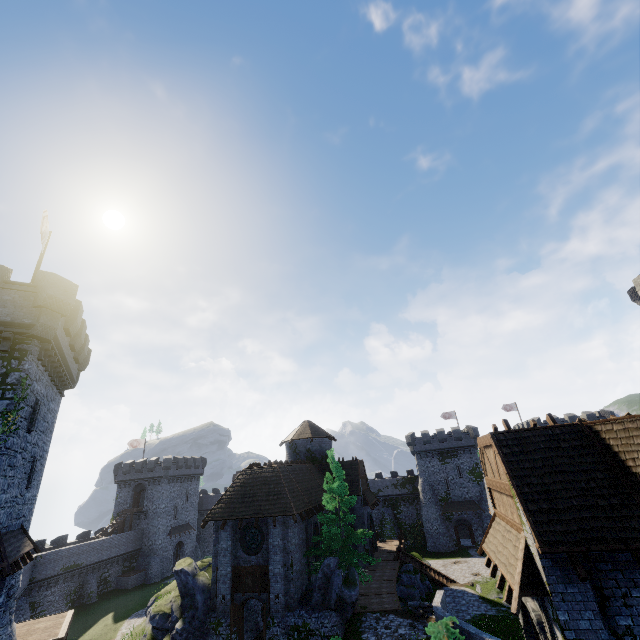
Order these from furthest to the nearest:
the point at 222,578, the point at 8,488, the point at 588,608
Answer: the point at 222,578, the point at 8,488, the point at 588,608

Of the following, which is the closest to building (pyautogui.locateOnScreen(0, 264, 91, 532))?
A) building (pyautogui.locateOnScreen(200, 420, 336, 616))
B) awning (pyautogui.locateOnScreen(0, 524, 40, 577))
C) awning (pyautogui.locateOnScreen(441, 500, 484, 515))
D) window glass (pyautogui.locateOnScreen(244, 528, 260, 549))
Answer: awning (pyautogui.locateOnScreen(0, 524, 40, 577))

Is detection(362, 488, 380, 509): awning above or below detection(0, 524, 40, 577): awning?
below

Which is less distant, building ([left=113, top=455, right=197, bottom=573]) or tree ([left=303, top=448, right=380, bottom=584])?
tree ([left=303, top=448, right=380, bottom=584])

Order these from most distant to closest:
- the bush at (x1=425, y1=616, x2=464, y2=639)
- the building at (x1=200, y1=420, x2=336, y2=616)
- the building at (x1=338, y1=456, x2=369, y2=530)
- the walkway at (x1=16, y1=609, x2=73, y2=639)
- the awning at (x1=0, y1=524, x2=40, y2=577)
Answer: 1. the building at (x1=338, y1=456, x2=369, y2=530)
2. the building at (x1=200, y1=420, x2=336, y2=616)
3. the walkway at (x1=16, y1=609, x2=73, y2=639)
4. the bush at (x1=425, y1=616, x2=464, y2=639)
5. the awning at (x1=0, y1=524, x2=40, y2=577)

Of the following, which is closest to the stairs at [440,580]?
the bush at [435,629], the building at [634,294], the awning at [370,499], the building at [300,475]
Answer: the building at [300,475]

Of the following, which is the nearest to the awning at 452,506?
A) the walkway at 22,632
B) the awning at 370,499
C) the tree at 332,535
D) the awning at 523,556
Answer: the awning at 370,499

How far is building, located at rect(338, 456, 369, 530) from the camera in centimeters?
3120cm
